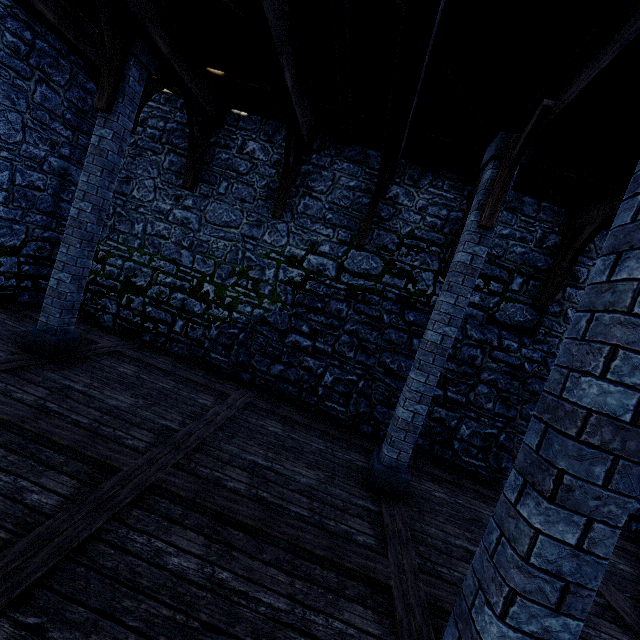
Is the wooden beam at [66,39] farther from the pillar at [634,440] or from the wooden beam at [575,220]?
the wooden beam at [575,220]

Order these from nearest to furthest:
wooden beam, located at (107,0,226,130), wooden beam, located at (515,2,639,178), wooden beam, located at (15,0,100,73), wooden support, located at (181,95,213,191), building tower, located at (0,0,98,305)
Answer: wooden beam, located at (515,2,639,178) → wooden beam, located at (107,0,226,130) → wooden beam, located at (15,0,100,73) → building tower, located at (0,0,98,305) → wooden support, located at (181,95,213,191)

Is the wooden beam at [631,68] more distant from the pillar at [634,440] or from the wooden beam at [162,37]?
the wooden beam at [162,37]

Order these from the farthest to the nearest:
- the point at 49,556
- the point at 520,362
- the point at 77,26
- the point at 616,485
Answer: the point at 520,362
the point at 77,26
the point at 49,556
the point at 616,485

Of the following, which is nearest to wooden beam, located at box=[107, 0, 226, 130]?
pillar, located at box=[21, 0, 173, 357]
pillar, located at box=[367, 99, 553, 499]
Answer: pillar, located at box=[21, 0, 173, 357]

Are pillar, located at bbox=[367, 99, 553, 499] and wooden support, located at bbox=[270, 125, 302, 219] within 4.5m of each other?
yes

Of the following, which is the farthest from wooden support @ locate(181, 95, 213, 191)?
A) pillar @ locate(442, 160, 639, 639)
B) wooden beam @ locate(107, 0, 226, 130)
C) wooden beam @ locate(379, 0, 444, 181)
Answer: pillar @ locate(442, 160, 639, 639)

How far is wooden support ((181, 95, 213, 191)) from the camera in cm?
671
